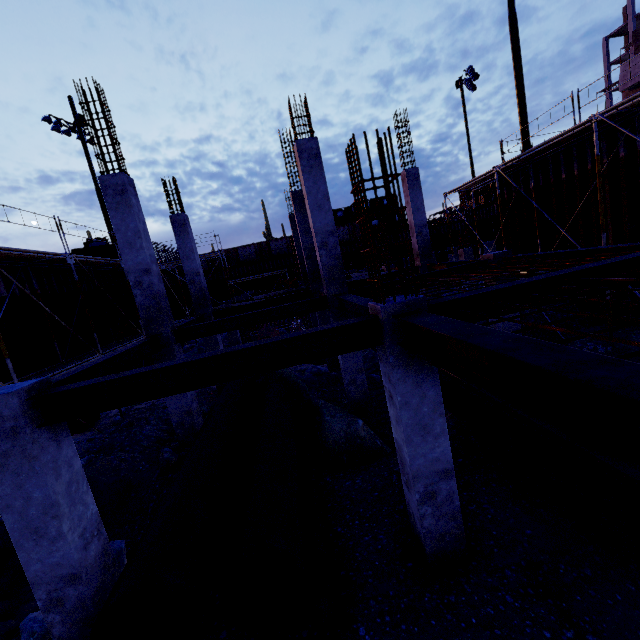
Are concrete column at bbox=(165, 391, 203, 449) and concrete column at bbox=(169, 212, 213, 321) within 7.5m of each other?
yes

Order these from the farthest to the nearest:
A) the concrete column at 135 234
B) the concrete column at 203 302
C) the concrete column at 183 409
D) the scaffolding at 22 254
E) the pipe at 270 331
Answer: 1. the pipe at 270 331
2. the concrete column at 203 302
3. the scaffolding at 22 254
4. the concrete column at 183 409
5. the concrete column at 135 234

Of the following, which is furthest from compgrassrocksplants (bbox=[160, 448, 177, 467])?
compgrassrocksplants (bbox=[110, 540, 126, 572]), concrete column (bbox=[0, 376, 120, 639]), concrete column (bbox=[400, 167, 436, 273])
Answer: concrete column (bbox=[400, 167, 436, 273])

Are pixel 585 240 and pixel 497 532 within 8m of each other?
no

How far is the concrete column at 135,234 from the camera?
8.03m

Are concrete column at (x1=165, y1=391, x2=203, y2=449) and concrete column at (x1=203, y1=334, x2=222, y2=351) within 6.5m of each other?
yes

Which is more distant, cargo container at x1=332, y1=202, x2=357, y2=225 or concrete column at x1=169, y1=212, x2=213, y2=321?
cargo container at x1=332, y1=202, x2=357, y2=225

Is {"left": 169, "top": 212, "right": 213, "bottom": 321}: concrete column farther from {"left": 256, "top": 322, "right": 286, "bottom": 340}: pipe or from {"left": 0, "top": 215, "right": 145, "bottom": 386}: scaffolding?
{"left": 256, "top": 322, "right": 286, "bottom": 340}: pipe
